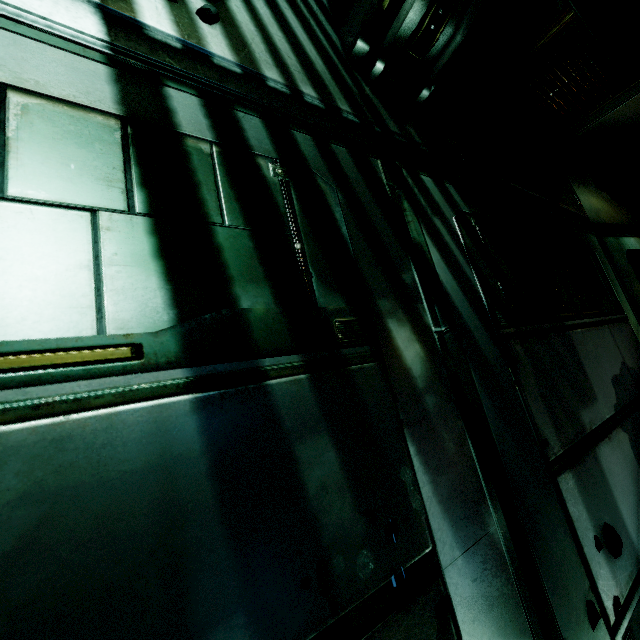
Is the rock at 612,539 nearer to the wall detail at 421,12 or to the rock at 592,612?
the rock at 592,612

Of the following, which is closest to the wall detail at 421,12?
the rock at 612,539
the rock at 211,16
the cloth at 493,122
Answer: the cloth at 493,122

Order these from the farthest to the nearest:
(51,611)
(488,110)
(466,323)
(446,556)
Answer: (488,110) < (466,323) < (446,556) < (51,611)

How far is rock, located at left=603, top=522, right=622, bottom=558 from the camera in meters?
1.6 m

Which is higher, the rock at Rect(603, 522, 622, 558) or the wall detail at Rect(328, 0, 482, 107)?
the wall detail at Rect(328, 0, 482, 107)

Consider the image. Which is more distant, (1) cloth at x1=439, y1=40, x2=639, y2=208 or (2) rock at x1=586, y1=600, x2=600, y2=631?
(1) cloth at x1=439, y1=40, x2=639, y2=208

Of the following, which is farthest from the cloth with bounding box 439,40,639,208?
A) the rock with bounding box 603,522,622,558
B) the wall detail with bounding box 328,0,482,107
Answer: the rock with bounding box 603,522,622,558

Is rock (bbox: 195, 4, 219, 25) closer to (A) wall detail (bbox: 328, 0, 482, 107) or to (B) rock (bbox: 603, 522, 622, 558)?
(A) wall detail (bbox: 328, 0, 482, 107)
